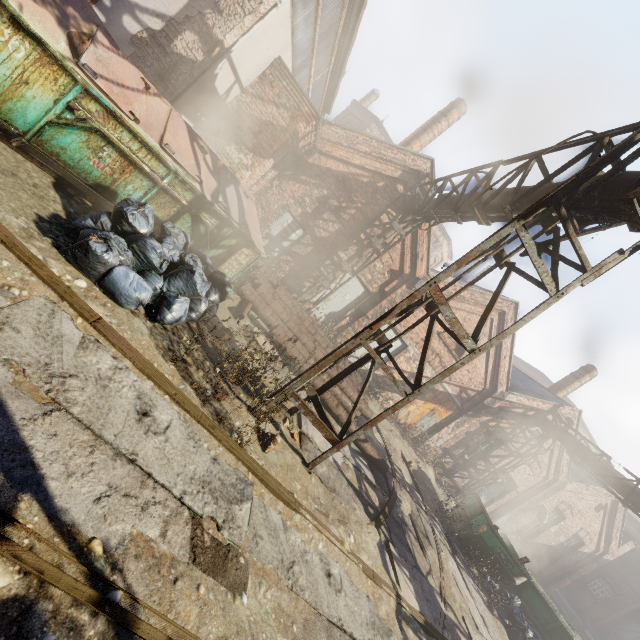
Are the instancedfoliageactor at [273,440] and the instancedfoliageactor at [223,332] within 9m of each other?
yes

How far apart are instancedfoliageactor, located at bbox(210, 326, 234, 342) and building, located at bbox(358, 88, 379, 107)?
35.2m

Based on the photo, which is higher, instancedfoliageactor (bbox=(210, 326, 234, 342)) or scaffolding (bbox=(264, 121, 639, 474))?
scaffolding (bbox=(264, 121, 639, 474))

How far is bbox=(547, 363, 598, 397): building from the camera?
17.8m

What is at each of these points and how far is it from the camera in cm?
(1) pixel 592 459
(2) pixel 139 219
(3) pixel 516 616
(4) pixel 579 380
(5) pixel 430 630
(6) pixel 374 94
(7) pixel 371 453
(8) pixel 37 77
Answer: (1) pipe, 1308
(2) trash bag, 417
(3) trash bag, 906
(4) building, 1784
(5) track, 510
(6) building, 3247
(7) pipe, 846
(8) trash container, 349

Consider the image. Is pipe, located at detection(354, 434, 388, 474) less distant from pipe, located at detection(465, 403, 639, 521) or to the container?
pipe, located at detection(465, 403, 639, 521)

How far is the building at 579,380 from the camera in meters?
17.8 m

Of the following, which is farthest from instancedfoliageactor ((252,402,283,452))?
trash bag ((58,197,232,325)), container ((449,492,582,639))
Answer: container ((449,492,582,639))
